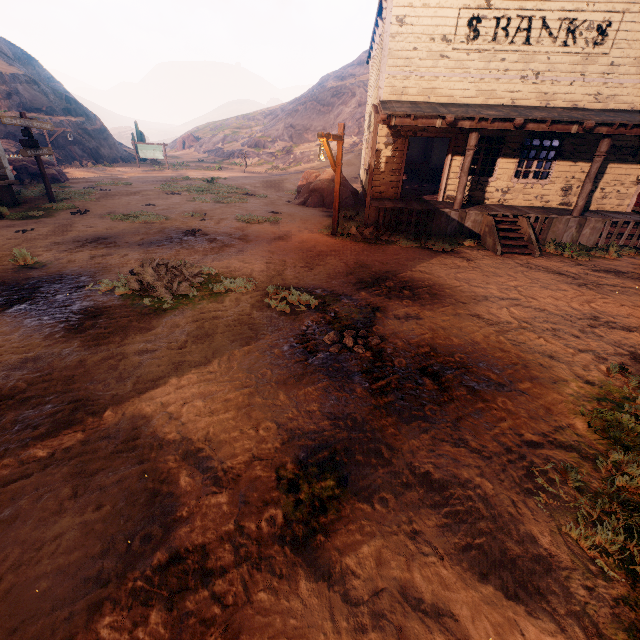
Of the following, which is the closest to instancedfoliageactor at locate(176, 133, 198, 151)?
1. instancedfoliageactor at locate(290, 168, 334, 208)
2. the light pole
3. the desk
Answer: instancedfoliageactor at locate(290, 168, 334, 208)

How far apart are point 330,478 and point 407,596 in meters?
1.0

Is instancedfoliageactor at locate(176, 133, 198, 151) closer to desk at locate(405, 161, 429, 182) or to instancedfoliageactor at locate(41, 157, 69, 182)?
instancedfoliageactor at locate(41, 157, 69, 182)

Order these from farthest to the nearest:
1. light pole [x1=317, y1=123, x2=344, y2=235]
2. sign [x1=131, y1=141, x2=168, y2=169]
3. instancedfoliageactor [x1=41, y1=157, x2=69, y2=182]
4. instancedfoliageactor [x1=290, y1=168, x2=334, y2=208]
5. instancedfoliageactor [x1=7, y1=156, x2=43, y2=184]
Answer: sign [x1=131, y1=141, x2=168, y2=169], instancedfoliageactor [x1=41, y1=157, x2=69, y2=182], instancedfoliageactor [x1=7, y1=156, x2=43, y2=184], instancedfoliageactor [x1=290, y1=168, x2=334, y2=208], light pole [x1=317, y1=123, x2=344, y2=235]

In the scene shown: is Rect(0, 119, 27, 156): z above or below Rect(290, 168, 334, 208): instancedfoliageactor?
above

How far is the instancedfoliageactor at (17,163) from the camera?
17.6 meters

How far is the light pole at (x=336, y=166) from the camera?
8.93m

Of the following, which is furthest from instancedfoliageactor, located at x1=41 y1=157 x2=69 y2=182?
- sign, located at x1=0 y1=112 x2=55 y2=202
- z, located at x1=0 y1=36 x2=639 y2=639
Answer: sign, located at x1=0 y1=112 x2=55 y2=202
